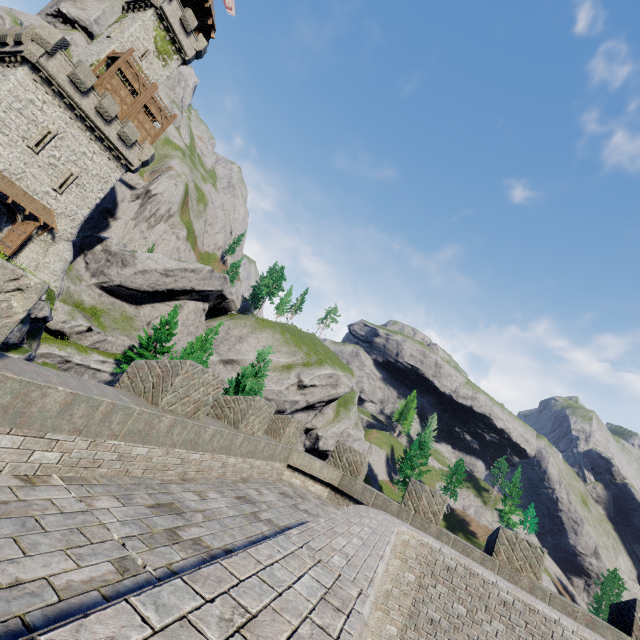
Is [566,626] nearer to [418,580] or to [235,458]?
[418,580]

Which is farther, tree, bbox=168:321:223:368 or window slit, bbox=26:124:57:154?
window slit, bbox=26:124:57:154

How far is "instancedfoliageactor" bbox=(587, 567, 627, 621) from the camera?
54.6m

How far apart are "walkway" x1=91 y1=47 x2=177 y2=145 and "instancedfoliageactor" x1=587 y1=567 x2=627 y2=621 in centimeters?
9598cm

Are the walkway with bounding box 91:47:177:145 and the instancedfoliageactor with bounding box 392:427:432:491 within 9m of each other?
no

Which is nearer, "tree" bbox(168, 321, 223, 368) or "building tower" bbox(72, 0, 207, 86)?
"tree" bbox(168, 321, 223, 368)

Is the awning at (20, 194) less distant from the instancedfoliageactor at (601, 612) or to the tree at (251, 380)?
the tree at (251, 380)

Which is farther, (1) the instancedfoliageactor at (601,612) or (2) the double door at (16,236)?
(1) the instancedfoliageactor at (601,612)
